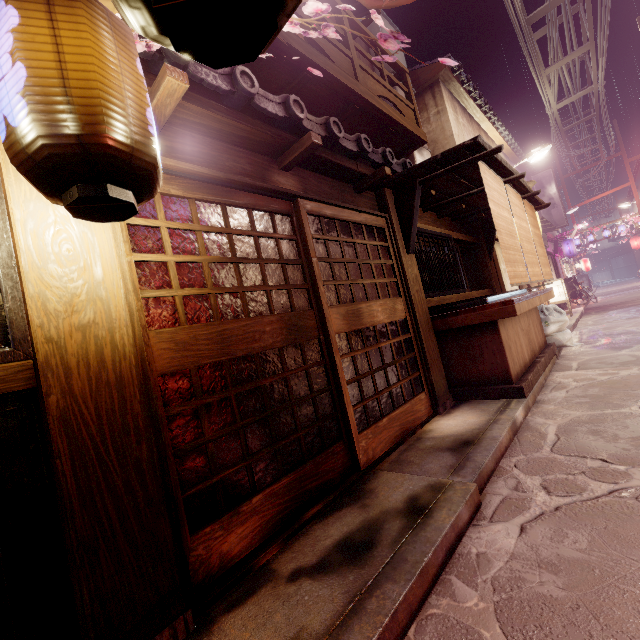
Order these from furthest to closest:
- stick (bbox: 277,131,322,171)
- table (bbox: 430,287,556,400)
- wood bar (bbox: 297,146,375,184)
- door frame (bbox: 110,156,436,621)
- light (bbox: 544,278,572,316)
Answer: light (bbox: 544,278,572,316) < table (bbox: 430,287,556,400) < wood bar (bbox: 297,146,375,184) < stick (bbox: 277,131,322,171) < door frame (bbox: 110,156,436,621)

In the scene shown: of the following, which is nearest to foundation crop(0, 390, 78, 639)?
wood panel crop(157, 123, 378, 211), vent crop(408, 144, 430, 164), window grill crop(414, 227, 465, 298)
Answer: wood panel crop(157, 123, 378, 211)

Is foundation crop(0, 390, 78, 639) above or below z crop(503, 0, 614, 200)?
below

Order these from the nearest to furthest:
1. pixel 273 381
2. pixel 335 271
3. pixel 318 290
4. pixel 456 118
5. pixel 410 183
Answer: pixel 273 381, pixel 318 290, pixel 335 271, pixel 410 183, pixel 456 118

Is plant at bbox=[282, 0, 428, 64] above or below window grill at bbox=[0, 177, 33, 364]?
above

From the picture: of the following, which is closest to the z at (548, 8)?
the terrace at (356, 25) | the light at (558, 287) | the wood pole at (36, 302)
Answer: the terrace at (356, 25)

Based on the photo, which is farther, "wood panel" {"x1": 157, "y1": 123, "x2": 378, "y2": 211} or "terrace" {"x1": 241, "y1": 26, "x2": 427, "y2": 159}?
"terrace" {"x1": 241, "y1": 26, "x2": 427, "y2": 159}

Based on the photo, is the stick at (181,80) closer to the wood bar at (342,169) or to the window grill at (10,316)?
the wood bar at (342,169)
